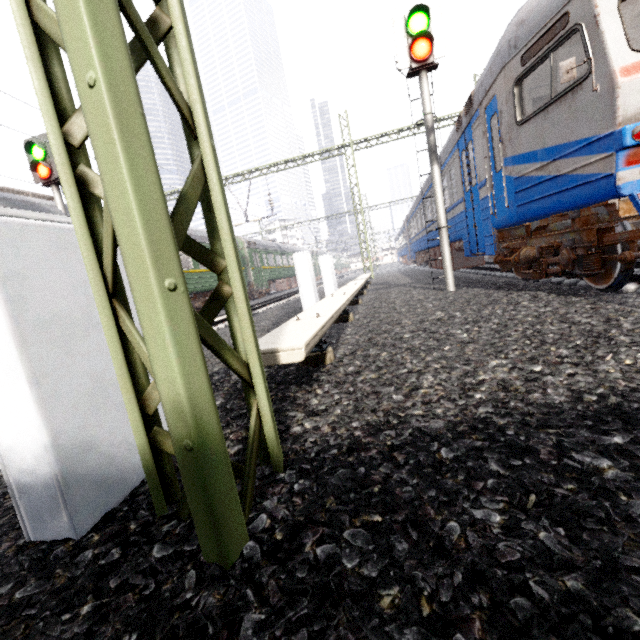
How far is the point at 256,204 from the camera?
18.6 meters

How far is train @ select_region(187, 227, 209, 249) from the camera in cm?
1495

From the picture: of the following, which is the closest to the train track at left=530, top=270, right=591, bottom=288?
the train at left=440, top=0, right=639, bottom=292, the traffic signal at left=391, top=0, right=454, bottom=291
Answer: the train at left=440, top=0, right=639, bottom=292

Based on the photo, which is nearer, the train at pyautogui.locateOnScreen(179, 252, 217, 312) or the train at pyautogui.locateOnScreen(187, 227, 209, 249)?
the train at pyautogui.locateOnScreen(179, 252, 217, 312)

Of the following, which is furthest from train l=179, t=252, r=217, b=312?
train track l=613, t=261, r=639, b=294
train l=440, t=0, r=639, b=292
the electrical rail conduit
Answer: train track l=613, t=261, r=639, b=294

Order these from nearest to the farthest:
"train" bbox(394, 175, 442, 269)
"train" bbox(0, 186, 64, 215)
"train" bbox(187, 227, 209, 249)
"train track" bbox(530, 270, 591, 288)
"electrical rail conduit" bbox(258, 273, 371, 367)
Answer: "electrical rail conduit" bbox(258, 273, 371, 367) < "train track" bbox(530, 270, 591, 288) < "train" bbox(0, 186, 64, 215) < "train" bbox(394, 175, 442, 269) < "train" bbox(187, 227, 209, 249)

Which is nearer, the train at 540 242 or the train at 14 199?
the train at 540 242

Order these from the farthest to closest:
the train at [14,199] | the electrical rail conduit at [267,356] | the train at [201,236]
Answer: the train at [201,236]
the train at [14,199]
the electrical rail conduit at [267,356]
